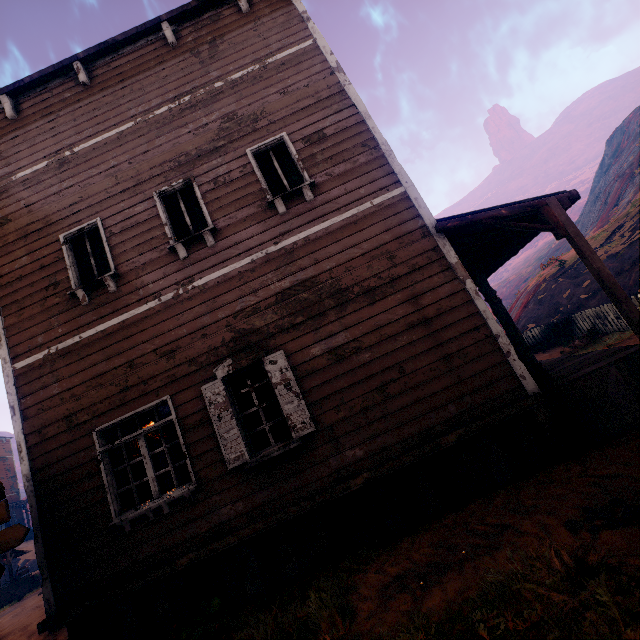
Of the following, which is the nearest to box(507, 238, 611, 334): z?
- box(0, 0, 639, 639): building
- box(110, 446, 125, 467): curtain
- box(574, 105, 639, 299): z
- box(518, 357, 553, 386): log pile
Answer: box(0, 0, 639, 639): building

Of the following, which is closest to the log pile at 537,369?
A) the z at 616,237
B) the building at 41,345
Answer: the building at 41,345

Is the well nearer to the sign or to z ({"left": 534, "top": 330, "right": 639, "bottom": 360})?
z ({"left": 534, "top": 330, "right": 639, "bottom": 360})

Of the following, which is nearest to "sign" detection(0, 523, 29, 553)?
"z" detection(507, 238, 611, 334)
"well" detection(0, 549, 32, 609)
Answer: "z" detection(507, 238, 611, 334)

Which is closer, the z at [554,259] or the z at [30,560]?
the z at [554,259]

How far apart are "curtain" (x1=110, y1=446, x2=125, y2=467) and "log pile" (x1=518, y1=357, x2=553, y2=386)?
6.5m

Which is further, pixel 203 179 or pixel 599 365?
pixel 203 179

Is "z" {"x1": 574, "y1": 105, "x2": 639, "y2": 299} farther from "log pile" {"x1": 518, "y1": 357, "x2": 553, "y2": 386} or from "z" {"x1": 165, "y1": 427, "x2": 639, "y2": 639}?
"log pile" {"x1": 518, "y1": 357, "x2": 553, "y2": 386}
